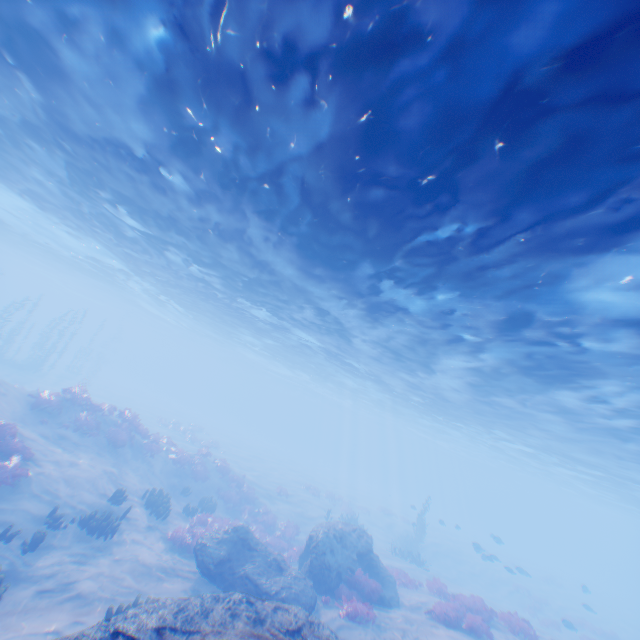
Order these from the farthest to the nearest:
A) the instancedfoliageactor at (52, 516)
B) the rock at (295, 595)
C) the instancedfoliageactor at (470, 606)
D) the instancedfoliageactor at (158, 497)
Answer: the instancedfoliageactor at (158, 497)
the instancedfoliageactor at (470, 606)
the instancedfoliageactor at (52, 516)
the rock at (295, 595)

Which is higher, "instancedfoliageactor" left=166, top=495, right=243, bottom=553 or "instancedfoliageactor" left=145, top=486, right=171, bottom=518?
"instancedfoliageactor" left=145, top=486, right=171, bottom=518

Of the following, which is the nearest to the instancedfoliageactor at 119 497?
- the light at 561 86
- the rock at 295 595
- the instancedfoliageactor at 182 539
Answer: the rock at 295 595

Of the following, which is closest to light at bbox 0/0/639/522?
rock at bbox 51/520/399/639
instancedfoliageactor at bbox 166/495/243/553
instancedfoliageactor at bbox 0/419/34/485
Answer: rock at bbox 51/520/399/639

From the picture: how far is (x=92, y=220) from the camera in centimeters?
2017cm

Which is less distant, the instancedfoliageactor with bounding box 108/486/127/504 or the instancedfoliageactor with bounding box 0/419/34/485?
the instancedfoliageactor with bounding box 0/419/34/485

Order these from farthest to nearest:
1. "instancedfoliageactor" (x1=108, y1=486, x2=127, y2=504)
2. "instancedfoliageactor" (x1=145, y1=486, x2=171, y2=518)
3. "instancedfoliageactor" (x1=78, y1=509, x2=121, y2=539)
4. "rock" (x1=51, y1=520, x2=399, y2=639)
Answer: "instancedfoliageactor" (x1=145, y1=486, x2=171, y2=518)
"instancedfoliageactor" (x1=108, y1=486, x2=127, y2=504)
"instancedfoliageactor" (x1=78, y1=509, x2=121, y2=539)
"rock" (x1=51, y1=520, x2=399, y2=639)
